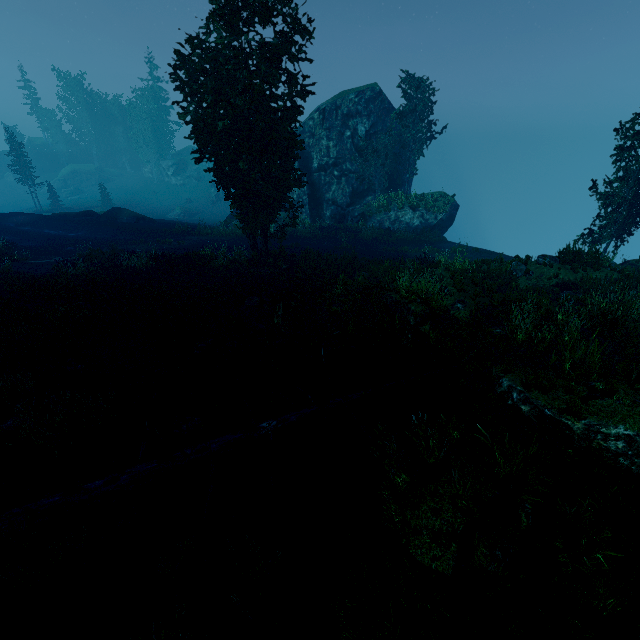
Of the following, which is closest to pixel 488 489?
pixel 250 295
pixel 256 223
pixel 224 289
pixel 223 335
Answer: pixel 223 335

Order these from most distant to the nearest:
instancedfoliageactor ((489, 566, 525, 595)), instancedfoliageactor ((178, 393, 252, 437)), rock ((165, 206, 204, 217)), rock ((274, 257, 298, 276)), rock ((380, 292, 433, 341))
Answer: rock ((165, 206, 204, 217)) → rock ((274, 257, 298, 276)) → rock ((380, 292, 433, 341)) → instancedfoliageactor ((178, 393, 252, 437)) → instancedfoliageactor ((489, 566, 525, 595))

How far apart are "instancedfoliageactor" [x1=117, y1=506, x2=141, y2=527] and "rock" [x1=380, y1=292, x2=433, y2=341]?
8.7 meters

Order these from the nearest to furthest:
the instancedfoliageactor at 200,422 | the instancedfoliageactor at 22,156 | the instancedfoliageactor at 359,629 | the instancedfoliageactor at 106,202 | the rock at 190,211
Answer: the instancedfoliageactor at 359,629, the instancedfoliageactor at 200,422, the instancedfoliageactor at 22,156, the instancedfoliageactor at 106,202, the rock at 190,211

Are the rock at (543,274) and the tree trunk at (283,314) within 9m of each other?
no

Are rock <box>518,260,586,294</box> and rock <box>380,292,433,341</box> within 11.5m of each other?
yes

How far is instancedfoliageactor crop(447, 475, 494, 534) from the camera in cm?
576
